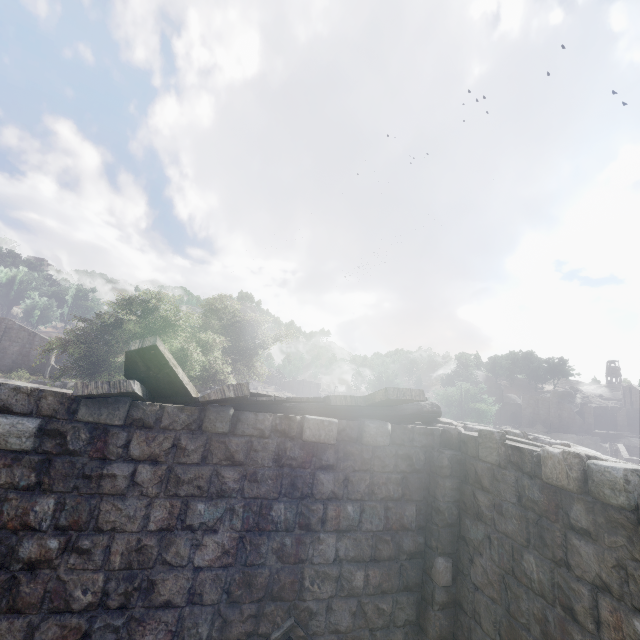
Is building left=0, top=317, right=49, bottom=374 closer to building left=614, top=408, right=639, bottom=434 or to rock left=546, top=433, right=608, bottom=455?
building left=614, top=408, right=639, bottom=434

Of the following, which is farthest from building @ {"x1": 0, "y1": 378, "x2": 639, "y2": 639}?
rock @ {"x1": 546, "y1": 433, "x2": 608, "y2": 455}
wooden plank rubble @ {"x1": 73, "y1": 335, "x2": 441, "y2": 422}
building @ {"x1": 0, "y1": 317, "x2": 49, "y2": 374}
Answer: building @ {"x1": 0, "y1": 317, "x2": 49, "y2": 374}

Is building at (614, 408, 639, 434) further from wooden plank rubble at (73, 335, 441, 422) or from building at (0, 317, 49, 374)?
building at (0, 317, 49, 374)

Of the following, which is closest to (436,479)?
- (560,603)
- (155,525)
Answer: (560,603)

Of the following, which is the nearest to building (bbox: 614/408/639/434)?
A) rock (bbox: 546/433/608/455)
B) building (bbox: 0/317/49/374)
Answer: rock (bbox: 546/433/608/455)

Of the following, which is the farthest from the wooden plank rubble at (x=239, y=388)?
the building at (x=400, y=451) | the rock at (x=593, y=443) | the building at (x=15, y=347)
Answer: the rock at (x=593, y=443)

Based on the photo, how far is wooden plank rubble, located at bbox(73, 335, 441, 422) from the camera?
4.2 meters

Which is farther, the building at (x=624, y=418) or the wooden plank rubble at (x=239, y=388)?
the building at (x=624, y=418)
